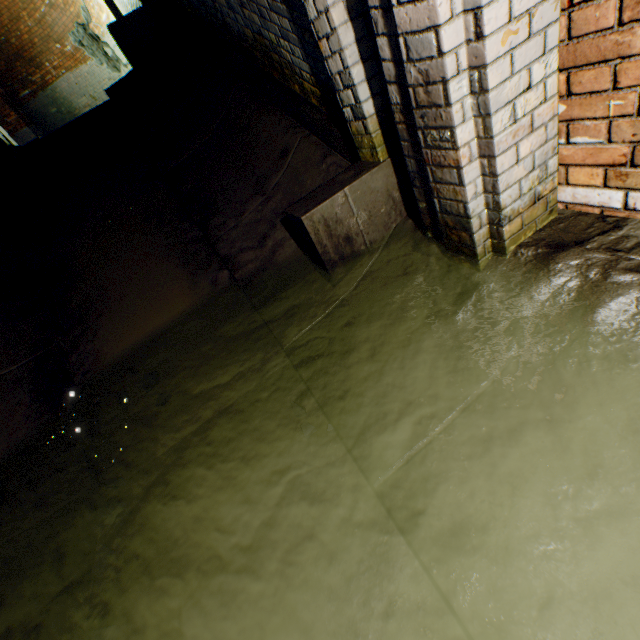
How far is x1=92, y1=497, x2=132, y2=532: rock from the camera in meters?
2.0 m

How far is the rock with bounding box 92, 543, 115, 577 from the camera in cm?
183

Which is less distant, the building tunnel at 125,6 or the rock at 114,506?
the rock at 114,506

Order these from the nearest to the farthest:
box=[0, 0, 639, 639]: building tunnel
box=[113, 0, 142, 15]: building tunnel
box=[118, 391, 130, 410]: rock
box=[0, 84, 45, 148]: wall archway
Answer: box=[0, 0, 639, 639]: building tunnel
box=[118, 391, 130, 410]: rock
box=[113, 0, 142, 15]: building tunnel
box=[0, 84, 45, 148]: wall archway

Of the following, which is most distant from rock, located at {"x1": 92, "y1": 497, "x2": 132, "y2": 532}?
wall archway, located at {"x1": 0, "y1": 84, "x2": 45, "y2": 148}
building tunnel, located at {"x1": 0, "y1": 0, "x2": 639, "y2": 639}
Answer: wall archway, located at {"x1": 0, "y1": 84, "x2": 45, "y2": 148}

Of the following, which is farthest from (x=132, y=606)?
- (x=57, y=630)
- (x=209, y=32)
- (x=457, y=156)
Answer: (x=209, y=32)

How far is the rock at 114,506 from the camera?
2.04m

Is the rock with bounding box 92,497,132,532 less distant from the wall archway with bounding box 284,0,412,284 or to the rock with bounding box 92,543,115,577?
the rock with bounding box 92,543,115,577
